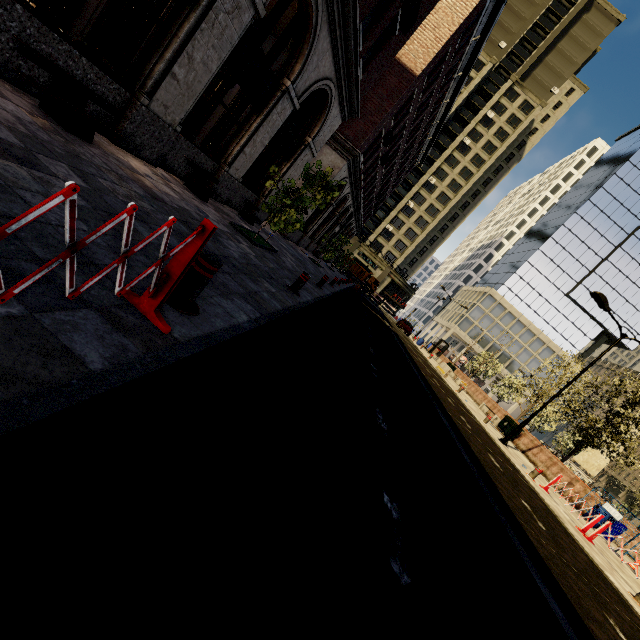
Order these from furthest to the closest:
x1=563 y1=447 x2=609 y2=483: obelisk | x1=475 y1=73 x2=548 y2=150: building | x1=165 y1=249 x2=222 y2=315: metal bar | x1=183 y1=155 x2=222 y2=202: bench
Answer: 1. x1=475 y1=73 x2=548 y2=150: building
2. x1=563 y1=447 x2=609 y2=483: obelisk
3. x1=183 y1=155 x2=222 y2=202: bench
4. x1=165 y1=249 x2=222 y2=315: metal bar

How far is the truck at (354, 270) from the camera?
55.69m

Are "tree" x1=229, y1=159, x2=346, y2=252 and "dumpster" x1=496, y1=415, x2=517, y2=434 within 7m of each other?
no

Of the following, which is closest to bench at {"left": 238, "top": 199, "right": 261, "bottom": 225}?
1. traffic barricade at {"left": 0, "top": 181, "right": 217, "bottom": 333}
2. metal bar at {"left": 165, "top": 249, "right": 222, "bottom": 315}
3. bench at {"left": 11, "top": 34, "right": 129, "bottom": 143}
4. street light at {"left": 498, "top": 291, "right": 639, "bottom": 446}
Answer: bench at {"left": 11, "top": 34, "right": 129, "bottom": 143}

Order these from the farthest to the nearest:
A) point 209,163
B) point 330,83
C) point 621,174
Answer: point 621,174, point 330,83, point 209,163

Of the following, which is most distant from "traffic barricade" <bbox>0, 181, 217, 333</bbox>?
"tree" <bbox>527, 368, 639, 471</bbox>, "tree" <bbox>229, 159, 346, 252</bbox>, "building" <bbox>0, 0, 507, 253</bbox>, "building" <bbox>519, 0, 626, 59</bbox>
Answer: "tree" <bbox>527, 368, 639, 471</bbox>

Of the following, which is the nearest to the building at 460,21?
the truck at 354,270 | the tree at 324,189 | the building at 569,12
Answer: the tree at 324,189

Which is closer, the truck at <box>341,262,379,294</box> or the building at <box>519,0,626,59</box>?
the truck at <box>341,262,379,294</box>
